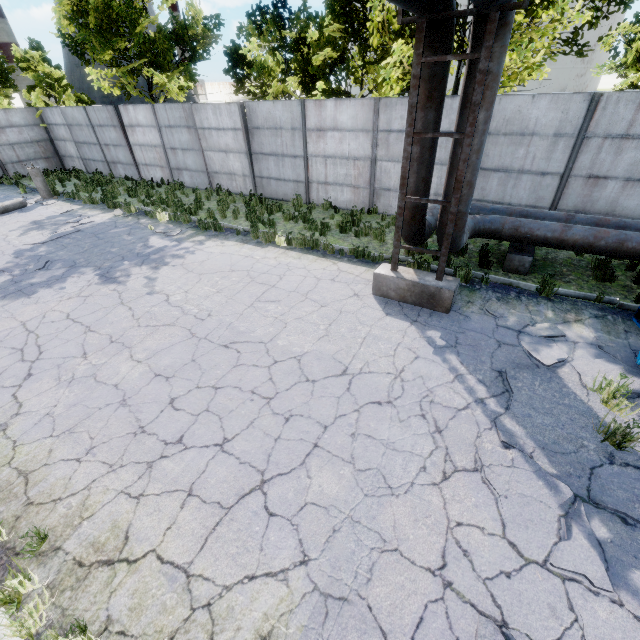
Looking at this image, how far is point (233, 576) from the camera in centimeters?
321cm

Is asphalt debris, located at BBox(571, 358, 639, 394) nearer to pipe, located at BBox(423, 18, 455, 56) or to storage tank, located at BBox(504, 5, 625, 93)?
pipe, located at BBox(423, 18, 455, 56)

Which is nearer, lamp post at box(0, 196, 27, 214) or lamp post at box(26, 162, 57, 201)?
lamp post at box(0, 196, 27, 214)

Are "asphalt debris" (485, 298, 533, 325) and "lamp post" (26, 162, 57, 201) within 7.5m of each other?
no

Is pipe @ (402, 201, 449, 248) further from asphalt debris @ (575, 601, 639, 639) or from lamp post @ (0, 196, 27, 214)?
lamp post @ (0, 196, 27, 214)

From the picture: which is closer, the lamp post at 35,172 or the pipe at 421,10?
the pipe at 421,10

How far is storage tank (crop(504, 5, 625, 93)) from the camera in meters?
55.2 m

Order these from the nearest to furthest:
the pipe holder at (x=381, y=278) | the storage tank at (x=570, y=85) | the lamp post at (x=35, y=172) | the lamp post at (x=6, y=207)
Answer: the pipe holder at (x=381, y=278), the lamp post at (x=6, y=207), the lamp post at (x=35, y=172), the storage tank at (x=570, y=85)
